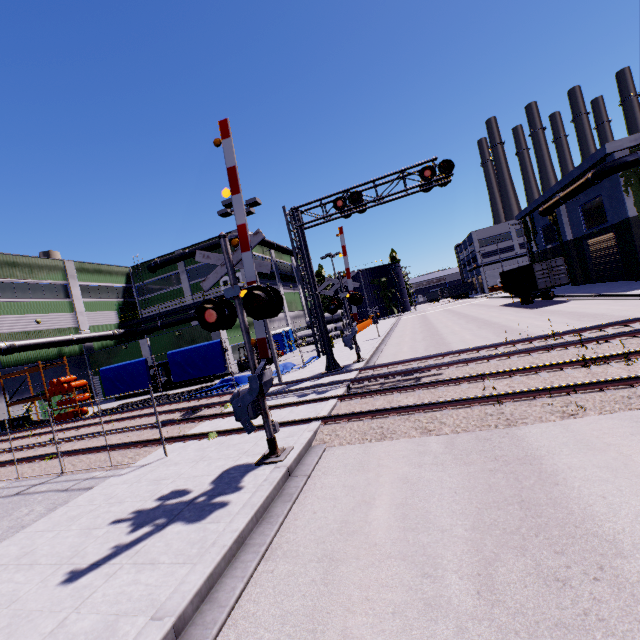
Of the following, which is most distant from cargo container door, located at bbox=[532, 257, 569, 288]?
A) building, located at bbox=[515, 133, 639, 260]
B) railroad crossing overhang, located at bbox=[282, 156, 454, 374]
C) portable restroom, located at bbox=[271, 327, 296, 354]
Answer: portable restroom, located at bbox=[271, 327, 296, 354]

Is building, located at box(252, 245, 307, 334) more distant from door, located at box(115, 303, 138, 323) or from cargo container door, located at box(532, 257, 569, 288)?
cargo container door, located at box(532, 257, 569, 288)

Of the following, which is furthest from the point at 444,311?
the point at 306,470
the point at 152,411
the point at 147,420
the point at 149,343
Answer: the point at 306,470

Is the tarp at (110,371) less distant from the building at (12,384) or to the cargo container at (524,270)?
the building at (12,384)

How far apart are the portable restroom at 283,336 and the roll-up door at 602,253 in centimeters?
2674cm

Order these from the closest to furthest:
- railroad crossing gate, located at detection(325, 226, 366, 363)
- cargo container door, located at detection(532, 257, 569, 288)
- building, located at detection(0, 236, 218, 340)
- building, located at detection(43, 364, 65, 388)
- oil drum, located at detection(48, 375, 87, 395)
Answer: railroad crossing gate, located at detection(325, 226, 366, 363), oil drum, located at detection(48, 375, 87, 395), cargo container door, located at detection(532, 257, 569, 288), building, located at detection(0, 236, 218, 340), building, located at detection(43, 364, 65, 388)

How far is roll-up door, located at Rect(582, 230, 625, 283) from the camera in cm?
2772

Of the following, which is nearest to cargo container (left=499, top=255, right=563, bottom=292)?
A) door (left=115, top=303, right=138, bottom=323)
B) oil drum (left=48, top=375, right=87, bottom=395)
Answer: oil drum (left=48, top=375, right=87, bottom=395)
